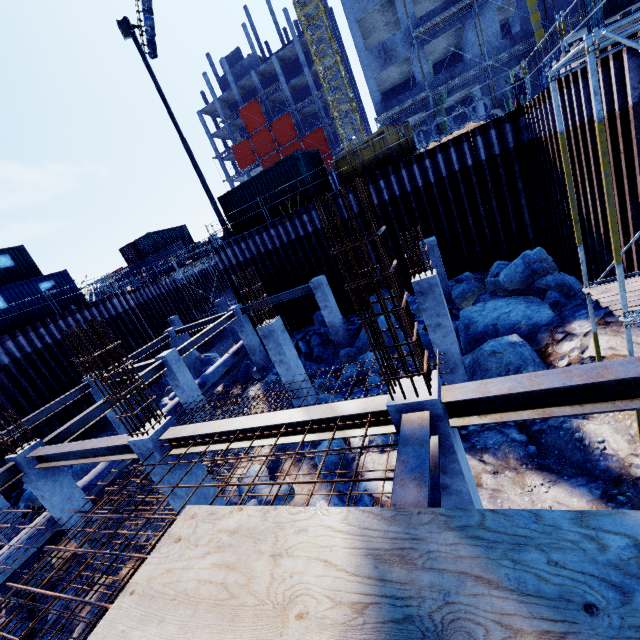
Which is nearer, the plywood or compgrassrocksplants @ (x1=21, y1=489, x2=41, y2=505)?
the plywood

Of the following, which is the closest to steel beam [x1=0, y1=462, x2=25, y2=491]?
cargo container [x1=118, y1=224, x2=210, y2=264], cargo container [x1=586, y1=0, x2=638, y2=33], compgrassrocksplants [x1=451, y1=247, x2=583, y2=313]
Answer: compgrassrocksplants [x1=451, y1=247, x2=583, y2=313]

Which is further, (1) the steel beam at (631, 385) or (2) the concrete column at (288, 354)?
(2) the concrete column at (288, 354)

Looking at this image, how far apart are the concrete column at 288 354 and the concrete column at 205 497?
4.32m

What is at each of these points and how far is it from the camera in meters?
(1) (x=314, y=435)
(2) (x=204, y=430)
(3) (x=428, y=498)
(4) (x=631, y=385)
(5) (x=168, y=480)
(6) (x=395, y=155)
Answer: (1) steel beam, 4.7
(2) steel beam, 5.4
(3) steel beam, 2.7
(4) steel beam, 3.2
(5) concrete column, 6.0
(6) dumpster, 14.4

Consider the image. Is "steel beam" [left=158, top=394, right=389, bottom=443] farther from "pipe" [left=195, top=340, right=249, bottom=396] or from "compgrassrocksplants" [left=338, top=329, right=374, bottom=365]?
"pipe" [left=195, top=340, right=249, bottom=396]

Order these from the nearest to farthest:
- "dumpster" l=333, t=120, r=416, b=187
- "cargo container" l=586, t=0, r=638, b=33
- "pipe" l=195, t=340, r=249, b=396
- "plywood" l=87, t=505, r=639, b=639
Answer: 1. "plywood" l=87, t=505, r=639, b=639
2. "dumpster" l=333, t=120, r=416, b=187
3. "pipe" l=195, t=340, r=249, b=396
4. "cargo container" l=586, t=0, r=638, b=33

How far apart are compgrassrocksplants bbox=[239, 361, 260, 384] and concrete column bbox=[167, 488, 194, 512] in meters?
11.9
